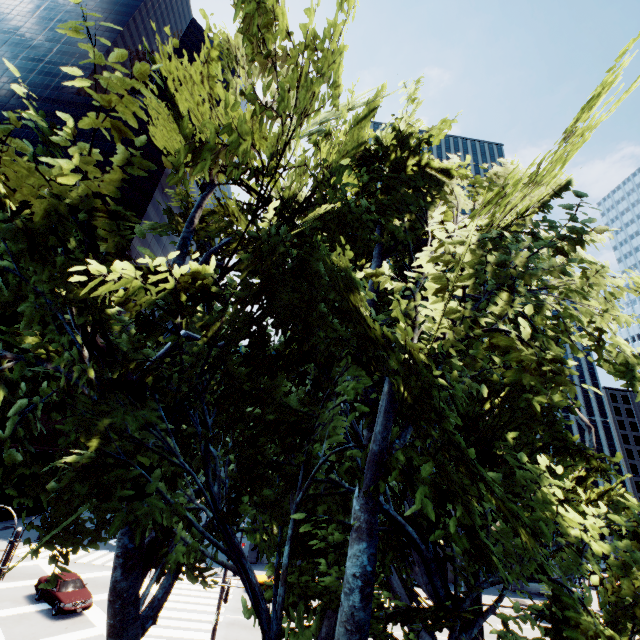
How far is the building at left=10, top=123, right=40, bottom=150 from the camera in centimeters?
5819cm

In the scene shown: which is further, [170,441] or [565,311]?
[565,311]

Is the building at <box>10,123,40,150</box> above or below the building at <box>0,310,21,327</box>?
above

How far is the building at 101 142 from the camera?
57.66m

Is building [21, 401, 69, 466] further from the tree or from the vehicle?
the tree

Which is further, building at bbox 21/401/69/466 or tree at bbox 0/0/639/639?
building at bbox 21/401/69/466

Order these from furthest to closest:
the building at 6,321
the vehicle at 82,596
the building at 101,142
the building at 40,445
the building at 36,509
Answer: the building at 101,142 → the building at 6,321 → the building at 40,445 → the building at 36,509 → the vehicle at 82,596
